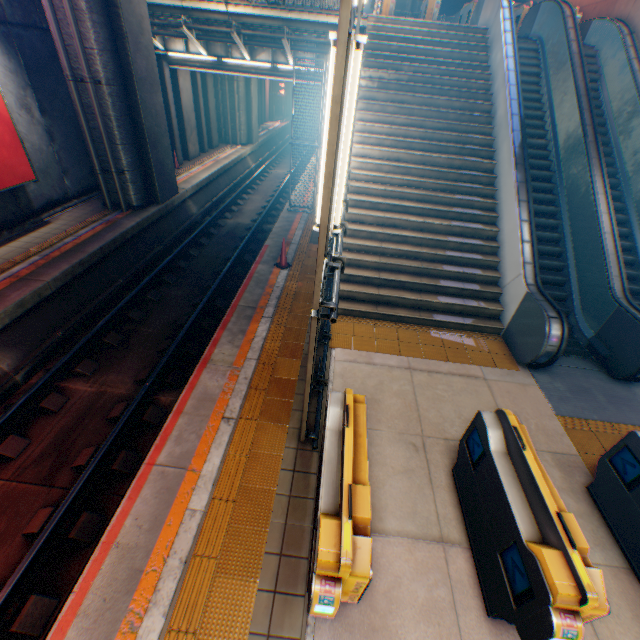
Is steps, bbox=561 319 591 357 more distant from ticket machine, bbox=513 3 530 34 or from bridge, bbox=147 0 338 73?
bridge, bbox=147 0 338 73

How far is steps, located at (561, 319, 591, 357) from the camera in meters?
7.2 m

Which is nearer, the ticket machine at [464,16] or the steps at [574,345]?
the steps at [574,345]

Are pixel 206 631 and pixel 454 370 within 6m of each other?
yes

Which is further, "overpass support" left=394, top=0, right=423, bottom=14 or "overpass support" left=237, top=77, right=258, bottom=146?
"overpass support" left=394, top=0, right=423, bottom=14

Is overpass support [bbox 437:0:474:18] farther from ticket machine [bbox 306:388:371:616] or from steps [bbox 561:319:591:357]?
ticket machine [bbox 306:388:371:616]

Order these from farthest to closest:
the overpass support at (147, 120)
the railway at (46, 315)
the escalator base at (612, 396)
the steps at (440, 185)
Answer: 1. the overpass support at (147, 120)
2. the steps at (440, 185)
3. the railway at (46, 315)
4. the escalator base at (612, 396)

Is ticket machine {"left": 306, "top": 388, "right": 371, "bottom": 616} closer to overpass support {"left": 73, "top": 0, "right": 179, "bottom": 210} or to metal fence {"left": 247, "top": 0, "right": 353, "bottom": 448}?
metal fence {"left": 247, "top": 0, "right": 353, "bottom": 448}
